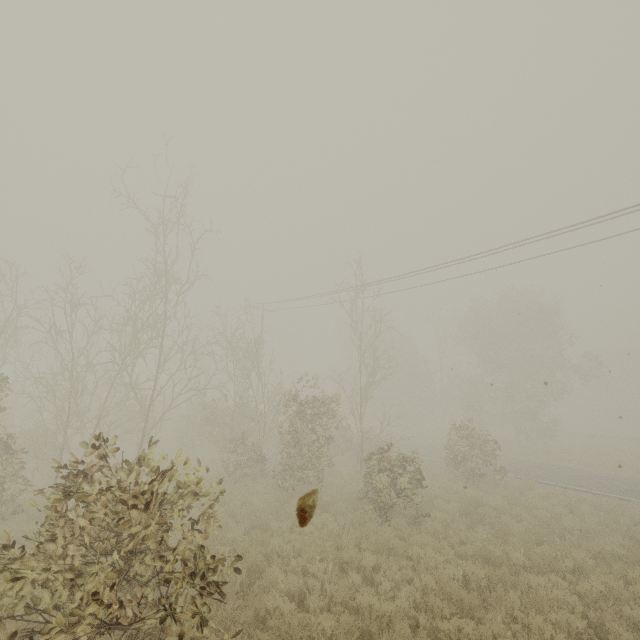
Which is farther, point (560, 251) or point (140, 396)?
point (140, 396)
